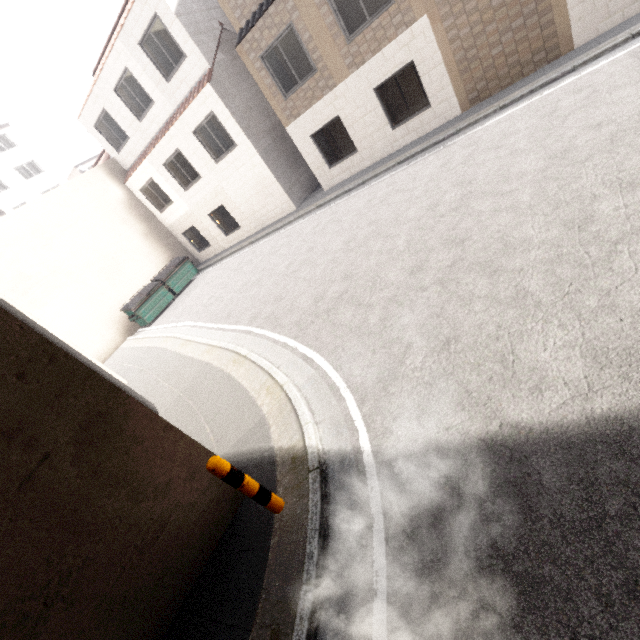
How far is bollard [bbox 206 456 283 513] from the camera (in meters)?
3.18

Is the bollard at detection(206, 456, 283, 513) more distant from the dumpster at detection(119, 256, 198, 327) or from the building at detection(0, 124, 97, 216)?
the building at detection(0, 124, 97, 216)

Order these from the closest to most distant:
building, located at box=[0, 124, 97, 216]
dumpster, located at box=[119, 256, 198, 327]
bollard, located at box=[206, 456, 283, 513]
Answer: bollard, located at box=[206, 456, 283, 513] < dumpster, located at box=[119, 256, 198, 327] < building, located at box=[0, 124, 97, 216]

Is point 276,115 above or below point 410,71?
above

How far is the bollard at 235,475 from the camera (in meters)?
3.18

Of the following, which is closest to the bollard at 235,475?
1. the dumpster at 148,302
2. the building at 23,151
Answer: the dumpster at 148,302

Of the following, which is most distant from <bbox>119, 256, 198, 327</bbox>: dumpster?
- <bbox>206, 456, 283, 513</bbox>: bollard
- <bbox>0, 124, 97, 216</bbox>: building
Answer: <bbox>0, 124, 97, 216</bbox>: building
